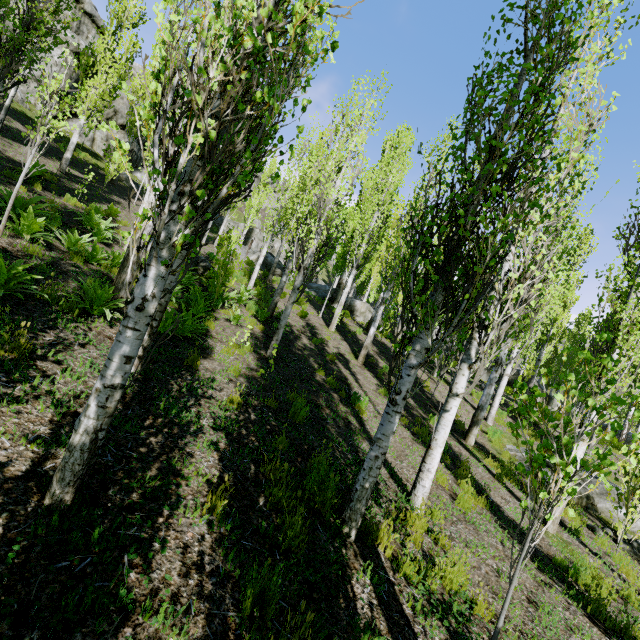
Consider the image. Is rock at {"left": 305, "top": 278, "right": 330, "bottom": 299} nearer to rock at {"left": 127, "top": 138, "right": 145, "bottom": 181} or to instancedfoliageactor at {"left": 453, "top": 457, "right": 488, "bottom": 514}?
instancedfoliageactor at {"left": 453, "top": 457, "right": 488, "bottom": 514}

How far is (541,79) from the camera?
3.4 meters

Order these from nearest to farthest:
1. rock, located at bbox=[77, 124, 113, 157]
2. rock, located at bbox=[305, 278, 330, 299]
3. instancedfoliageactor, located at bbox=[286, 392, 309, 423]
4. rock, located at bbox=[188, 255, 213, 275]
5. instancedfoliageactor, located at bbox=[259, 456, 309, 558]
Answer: instancedfoliageactor, located at bbox=[259, 456, 309, 558] → instancedfoliageactor, located at bbox=[286, 392, 309, 423] → rock, located at bbox=[188, 255, 213, 275] → rock, located at bbox=[77, 124, 113, 157] → rock, located at bbox=[305, 278, 330, 299]

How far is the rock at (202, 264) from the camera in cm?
1385

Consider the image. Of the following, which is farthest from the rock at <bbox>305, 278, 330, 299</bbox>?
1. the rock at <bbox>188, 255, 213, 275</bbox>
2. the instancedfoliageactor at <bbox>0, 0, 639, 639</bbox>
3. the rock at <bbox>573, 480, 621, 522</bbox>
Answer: the rock at <bbox>188, 255, 213, 275</bbox>

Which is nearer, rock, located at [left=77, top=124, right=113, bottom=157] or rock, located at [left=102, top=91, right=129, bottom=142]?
rock, located at [left=77, top=124, right=113, bottom=157]

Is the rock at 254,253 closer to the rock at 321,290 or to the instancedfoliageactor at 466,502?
the instancedfoliageactor at 466,502
